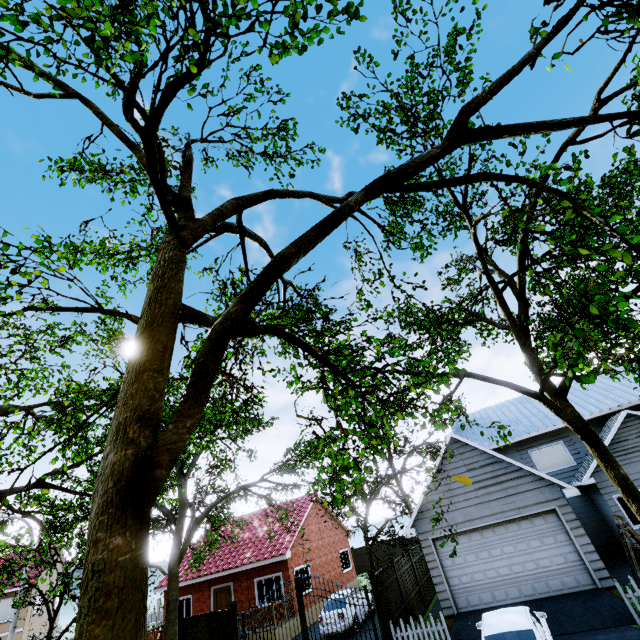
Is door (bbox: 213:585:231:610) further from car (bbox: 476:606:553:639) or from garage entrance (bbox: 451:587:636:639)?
car (bbox: 476:606:553:639)

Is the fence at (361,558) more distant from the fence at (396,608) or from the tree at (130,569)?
the tree at (130,569)

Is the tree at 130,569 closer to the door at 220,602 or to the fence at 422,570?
the fence at 422,570

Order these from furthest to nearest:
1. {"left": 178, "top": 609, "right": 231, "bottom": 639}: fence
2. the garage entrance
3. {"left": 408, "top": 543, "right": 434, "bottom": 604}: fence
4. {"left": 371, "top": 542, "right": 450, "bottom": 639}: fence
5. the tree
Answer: {"left": 408, "top": 543, "right": 434, "bottom": 604}: fence → {"left": 178, "top": 609, "right": 231, "bottom": 639}: fence → {"left": 371, "top": 542, "right": 450, "bottom": 639}: fence → the garage entrance → the tree

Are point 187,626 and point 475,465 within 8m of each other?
no

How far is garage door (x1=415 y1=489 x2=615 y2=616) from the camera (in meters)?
11.62

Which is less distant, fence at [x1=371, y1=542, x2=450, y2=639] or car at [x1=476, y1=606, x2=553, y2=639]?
car at [x1=476, y1=606, x2=553, y2=639]

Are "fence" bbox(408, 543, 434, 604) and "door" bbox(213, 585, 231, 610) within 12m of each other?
yes
